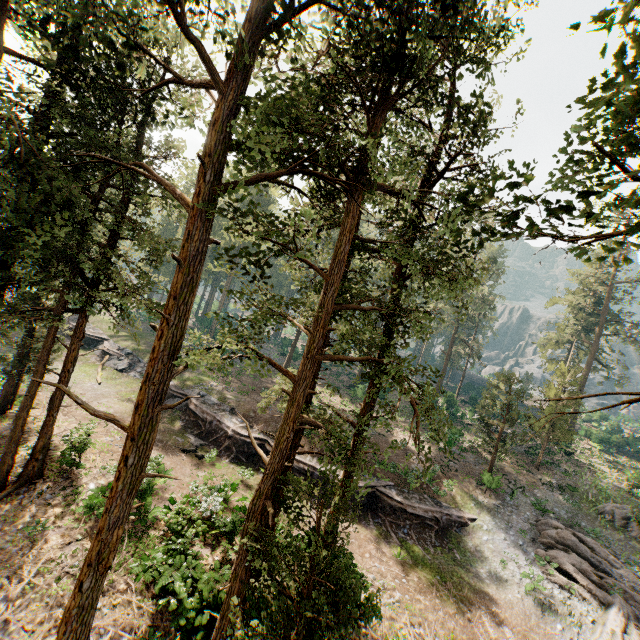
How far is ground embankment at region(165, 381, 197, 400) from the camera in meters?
28.5

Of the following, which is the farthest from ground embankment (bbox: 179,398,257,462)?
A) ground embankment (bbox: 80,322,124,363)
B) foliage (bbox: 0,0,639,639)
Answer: ground embankment (bbox: 80,322,124,363)

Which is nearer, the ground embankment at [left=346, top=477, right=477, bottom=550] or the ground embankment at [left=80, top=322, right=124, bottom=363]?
the ground embankment at [left=346, top=477, right=477, bottom=550]

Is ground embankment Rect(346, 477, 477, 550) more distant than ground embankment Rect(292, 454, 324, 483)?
No

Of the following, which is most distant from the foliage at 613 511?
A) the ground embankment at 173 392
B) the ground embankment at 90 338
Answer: the ground embankment at 90 338

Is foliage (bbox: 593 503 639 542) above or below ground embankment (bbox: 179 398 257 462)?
above

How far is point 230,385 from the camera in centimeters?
3231cm
